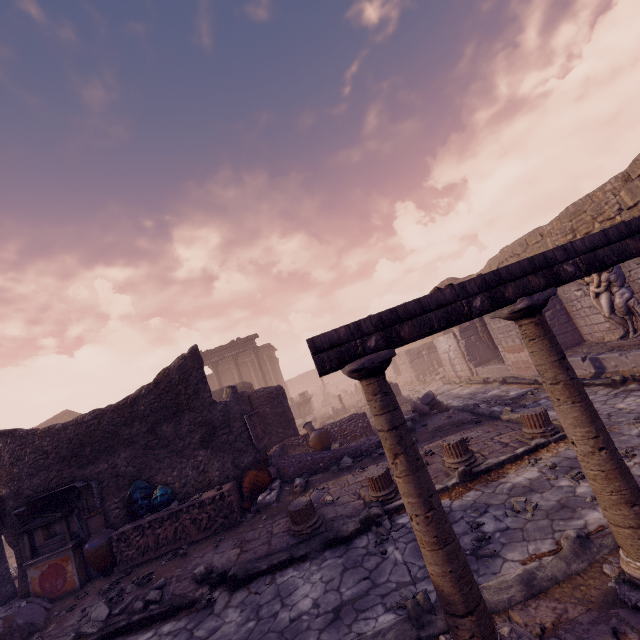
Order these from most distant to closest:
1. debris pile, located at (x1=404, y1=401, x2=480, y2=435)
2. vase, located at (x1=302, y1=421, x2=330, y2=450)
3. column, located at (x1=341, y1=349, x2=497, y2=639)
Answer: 1. vase, located at (x1=302, y1=421, x2=330, y2=450)
2. debris pile, located at (x1=404, y1=401, x2=480, y2=435)
3. column, located at (x1=341, y1=349, x2=497, y2=639)

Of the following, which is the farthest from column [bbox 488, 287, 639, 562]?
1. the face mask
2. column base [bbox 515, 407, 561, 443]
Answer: the face mask

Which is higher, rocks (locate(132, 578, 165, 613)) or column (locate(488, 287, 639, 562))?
column (locate(488, 287, 639, 562))

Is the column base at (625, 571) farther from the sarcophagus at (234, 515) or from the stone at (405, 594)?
the sarcophagus at (234, 515)

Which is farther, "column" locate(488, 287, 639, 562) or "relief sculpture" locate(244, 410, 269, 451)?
"relief sculpture" locate(244, 410, 269, 451)

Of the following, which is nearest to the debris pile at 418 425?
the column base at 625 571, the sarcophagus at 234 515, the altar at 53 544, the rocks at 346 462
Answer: the rocks at 346 462

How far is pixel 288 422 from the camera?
11.6 meters

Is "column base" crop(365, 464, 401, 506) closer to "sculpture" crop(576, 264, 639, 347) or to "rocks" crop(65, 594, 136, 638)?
"rocks" crop(65, 594, 136, 638)
